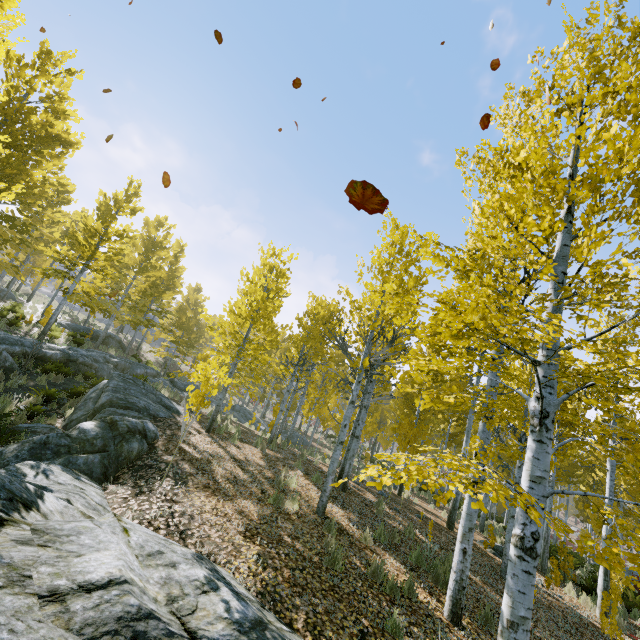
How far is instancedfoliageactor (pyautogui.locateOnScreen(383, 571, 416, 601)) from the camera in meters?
5.4 m

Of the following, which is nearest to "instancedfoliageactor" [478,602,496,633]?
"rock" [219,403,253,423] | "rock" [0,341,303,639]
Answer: "rock" [0,341,303,639]

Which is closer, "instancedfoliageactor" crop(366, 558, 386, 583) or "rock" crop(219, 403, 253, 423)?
"instancedfoliageactor" crop(366, 558, 386, 583)

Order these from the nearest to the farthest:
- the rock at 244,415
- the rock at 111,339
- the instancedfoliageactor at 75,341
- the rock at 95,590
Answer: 1. the rock at 95,590
2. the instancedfoliageactor at 75,341
3. the rock at 244,415
4. the rock at 111,339

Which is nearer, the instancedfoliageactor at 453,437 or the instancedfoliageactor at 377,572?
the instancedfoliageactor at 453,437

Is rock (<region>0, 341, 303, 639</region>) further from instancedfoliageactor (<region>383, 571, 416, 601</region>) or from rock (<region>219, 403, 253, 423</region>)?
rock (<region>219, 403, 253, 423</region>)

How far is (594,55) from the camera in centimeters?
409cm
